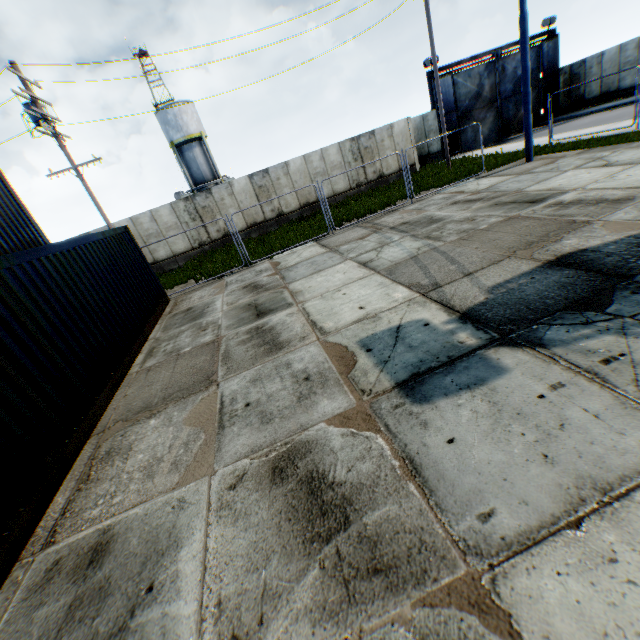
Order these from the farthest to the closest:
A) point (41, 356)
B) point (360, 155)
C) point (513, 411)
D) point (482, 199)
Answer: point (360, 155), point (482, 199), point (41, 356), point (513, 411)

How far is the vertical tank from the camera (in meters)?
31.80

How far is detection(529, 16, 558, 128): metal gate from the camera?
24.6m

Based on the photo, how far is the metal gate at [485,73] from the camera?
23.97m

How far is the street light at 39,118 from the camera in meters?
12.2

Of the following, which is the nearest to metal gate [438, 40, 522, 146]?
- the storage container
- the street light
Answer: the street light
